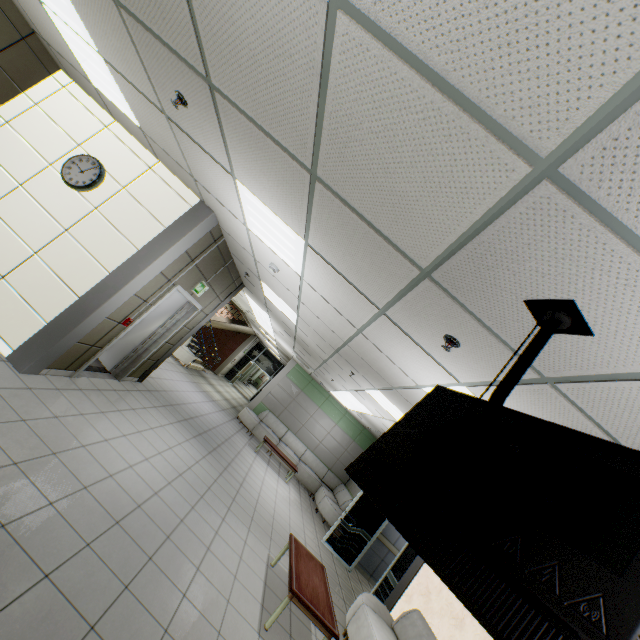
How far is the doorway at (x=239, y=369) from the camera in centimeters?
2097cm

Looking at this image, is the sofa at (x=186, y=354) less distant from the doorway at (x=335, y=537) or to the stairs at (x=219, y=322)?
the stairs at (x=219, y=322)

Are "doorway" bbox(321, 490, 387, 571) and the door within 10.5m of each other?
yes

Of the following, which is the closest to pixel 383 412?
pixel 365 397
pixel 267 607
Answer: pixel 365 397

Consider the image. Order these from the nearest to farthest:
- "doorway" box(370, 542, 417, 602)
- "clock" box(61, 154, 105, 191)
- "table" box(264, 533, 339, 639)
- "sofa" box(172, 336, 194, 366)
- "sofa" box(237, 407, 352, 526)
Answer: "table" box(264, 533, 339, 639)
"clock" box(61, 154, 105, 191)
"doorway" box(370, 542, 417, 602)
"sofa" box(237, 407, 352, 526)
"sofa" box(172, 336, 194, 366)

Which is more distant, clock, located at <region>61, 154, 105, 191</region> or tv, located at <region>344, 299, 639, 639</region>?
clock, located at <region>61, 154, 105, 191</region>

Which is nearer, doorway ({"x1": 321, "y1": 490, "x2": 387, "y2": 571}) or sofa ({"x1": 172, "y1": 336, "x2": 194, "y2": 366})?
doorway ({"x1": 321, "y1": 490, "x2": 387, "y2": 571})

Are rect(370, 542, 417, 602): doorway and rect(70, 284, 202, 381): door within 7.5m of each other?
yes
